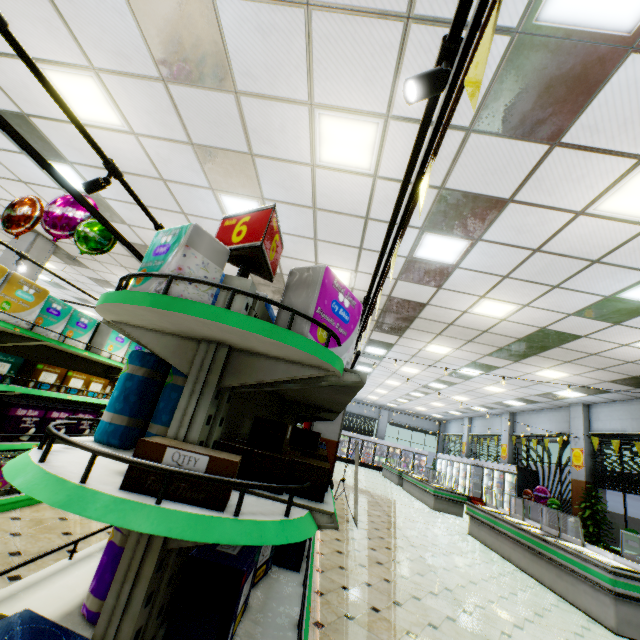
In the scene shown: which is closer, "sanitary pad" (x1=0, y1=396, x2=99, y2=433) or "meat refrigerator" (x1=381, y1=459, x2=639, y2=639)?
"sanitary pad" (x1=0, y1=396, x2=99, y2=433)

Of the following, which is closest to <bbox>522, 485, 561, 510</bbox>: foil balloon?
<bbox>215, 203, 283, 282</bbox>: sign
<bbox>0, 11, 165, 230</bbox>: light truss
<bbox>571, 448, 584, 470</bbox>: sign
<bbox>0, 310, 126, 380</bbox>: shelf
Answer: <bbox>571, 448, 584, 470</bbox>: sign

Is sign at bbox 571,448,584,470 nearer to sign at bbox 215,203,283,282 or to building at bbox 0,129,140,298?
building at bbox 0,129,140,298

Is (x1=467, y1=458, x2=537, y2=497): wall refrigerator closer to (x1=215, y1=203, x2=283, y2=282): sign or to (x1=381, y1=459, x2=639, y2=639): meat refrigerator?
(x1=381, y1=459, x2=639, y2=639): meat refrigerator

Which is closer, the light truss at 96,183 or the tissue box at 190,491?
the tissue box at 190,491

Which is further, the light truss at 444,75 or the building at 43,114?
the building at 43,114

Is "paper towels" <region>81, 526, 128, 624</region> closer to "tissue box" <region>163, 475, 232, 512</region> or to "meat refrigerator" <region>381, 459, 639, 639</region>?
"tissue box" <region>163, 475, 232, 512</region>

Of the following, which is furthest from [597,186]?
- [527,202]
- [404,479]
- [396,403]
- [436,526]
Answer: [396,403]
